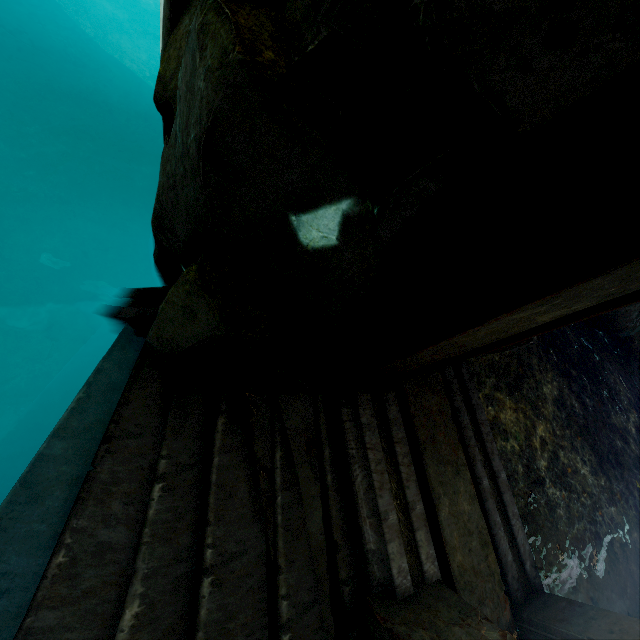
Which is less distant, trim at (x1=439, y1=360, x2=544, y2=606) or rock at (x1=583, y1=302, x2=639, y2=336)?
trim at (x1=439, y1=360, x2=544, y2=606)

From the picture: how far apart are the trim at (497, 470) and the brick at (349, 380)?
1.0m

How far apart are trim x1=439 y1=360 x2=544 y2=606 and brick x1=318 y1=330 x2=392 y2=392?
1.0m

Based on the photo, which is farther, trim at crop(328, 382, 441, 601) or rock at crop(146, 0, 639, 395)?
trim at crop(328, 382, 441, 601)

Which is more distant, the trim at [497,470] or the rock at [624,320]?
the rock at [624,320]

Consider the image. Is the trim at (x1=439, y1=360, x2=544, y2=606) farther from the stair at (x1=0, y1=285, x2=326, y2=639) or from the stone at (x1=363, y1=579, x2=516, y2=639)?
the stair at (x1=0, y1=285, x2=326, y2=639)

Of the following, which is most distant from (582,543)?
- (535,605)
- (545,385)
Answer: (545,385)

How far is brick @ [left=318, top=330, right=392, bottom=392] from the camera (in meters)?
2.85
